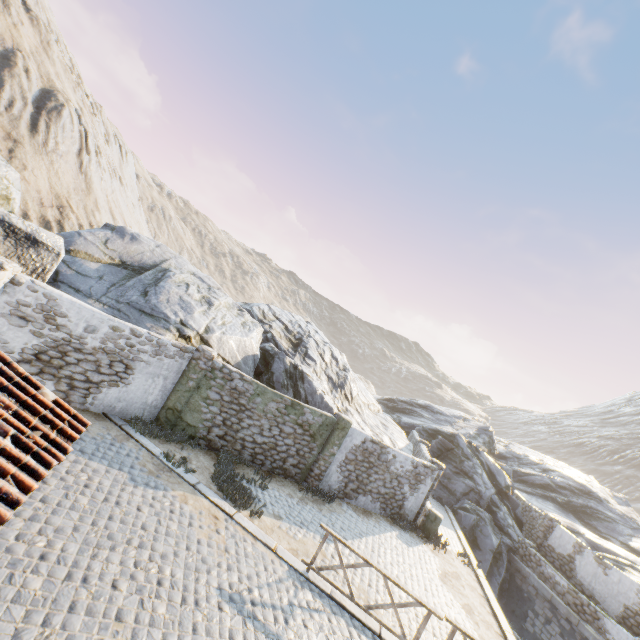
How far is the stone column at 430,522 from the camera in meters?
14.8 m

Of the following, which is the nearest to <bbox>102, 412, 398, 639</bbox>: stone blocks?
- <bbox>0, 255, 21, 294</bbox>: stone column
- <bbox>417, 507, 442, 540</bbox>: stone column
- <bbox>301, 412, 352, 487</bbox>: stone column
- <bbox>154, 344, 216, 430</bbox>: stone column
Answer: <bbox>154, 344, 216, 430</bbox>: stone column

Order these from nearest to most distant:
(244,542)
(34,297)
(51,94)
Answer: (244,542), (34,297), (51,94)

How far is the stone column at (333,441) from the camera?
13.16m

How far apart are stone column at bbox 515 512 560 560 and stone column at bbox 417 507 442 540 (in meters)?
9.04

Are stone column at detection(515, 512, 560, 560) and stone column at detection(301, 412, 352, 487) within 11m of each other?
no

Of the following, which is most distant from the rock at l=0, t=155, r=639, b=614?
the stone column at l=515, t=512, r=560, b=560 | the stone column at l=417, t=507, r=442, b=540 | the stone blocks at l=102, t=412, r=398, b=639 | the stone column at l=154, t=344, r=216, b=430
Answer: the stone column at l=515, t=512, r=560, b=560

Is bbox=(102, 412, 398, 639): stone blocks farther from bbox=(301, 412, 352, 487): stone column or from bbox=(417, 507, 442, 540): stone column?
bbox=(301, 412, 352, 487): stone column
